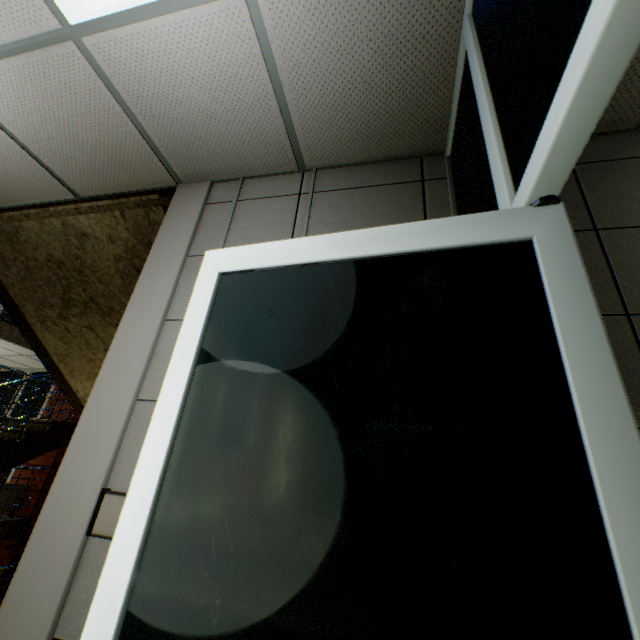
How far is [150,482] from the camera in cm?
75

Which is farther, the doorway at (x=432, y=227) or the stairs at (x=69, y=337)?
the stairs at (x=69, y=337)

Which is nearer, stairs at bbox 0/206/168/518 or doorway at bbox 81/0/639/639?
doorway at bbox 81/0/639/639
